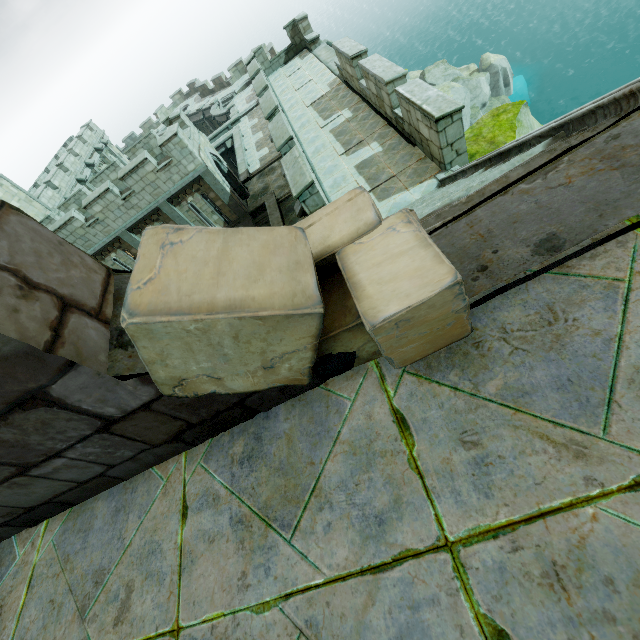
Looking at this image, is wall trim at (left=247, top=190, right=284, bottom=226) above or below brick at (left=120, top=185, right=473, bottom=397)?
below

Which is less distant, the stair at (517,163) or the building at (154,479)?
the building at (154,479)

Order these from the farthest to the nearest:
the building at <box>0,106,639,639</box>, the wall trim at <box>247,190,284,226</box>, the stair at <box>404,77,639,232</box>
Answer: the wall trim at <box>247,190,284,226</box>
the stair at <box>404,77,639,232</box>
the building at <box>0,106,639,639</box>

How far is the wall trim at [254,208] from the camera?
18.1m

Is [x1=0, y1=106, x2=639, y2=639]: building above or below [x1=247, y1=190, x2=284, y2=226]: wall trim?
above

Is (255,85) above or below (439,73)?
above

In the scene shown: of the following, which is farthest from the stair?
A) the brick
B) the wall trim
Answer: the wall trim

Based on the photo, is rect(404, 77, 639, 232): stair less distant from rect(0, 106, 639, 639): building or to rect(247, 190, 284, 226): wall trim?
rect(0, 106, 639, 639): building
